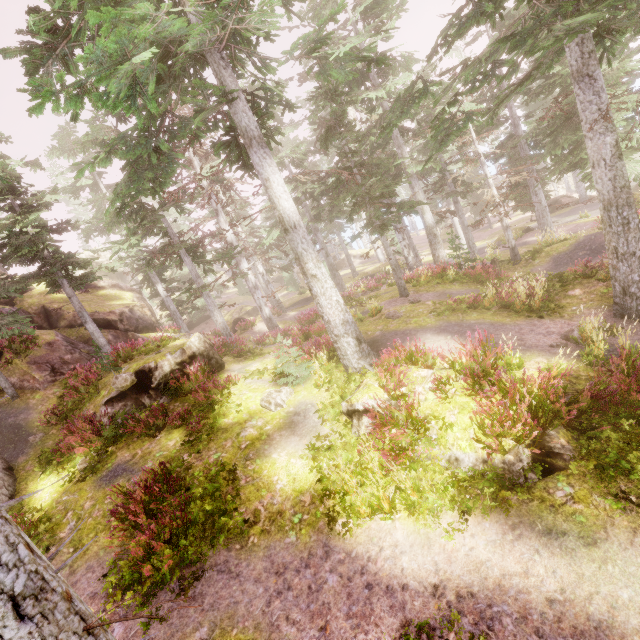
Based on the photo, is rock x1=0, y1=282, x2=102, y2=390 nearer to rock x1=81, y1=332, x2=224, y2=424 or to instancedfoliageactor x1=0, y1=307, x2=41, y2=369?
instancedfoliageactor x1=0, y1=307, x2=41, y2=369

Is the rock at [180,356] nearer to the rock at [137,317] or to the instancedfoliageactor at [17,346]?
the instancedfoliageactor at [17,346]

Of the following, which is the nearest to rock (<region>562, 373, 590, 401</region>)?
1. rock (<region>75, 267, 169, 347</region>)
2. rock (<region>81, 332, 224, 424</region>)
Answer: rock (<region>81, 332, 224, 424</region>)

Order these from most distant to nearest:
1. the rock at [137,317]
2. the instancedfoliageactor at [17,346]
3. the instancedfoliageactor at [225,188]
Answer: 1. the rock at [137,317]
2. the instancedfoliageactor at [17,346]
3. the instancedfoliageactor at [225,188]

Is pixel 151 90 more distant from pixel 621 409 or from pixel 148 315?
pixel 148 315

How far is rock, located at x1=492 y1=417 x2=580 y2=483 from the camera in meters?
5.8 m
